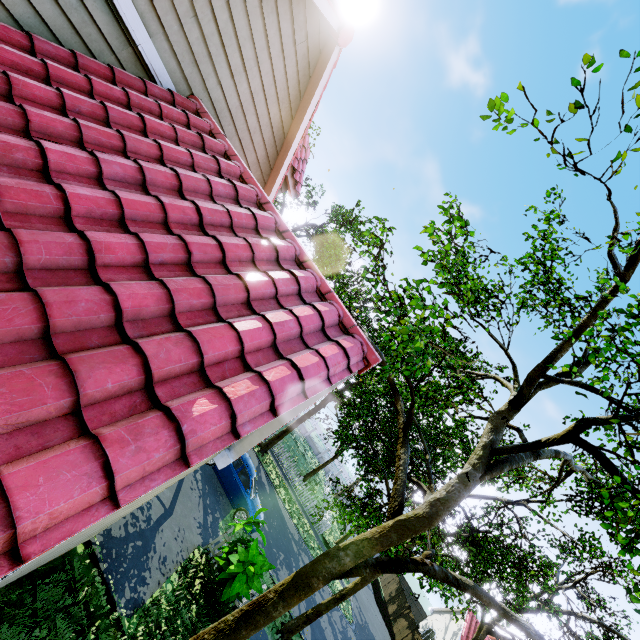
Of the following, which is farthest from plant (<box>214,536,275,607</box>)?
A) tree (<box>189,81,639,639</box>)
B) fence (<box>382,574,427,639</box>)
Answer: tree (<box>189,81,639,639</box>)

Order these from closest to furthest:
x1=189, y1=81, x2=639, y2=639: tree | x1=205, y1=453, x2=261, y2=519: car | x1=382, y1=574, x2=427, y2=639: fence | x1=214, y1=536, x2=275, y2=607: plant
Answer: x1=189, y1=81, x2=639, y2=639: tree
x1=214, y1=536, x2=275, y2=607: plant
x1=205, y1=453, x2=261, y2=519: car
x1=382, y1=574, x2=427, y2=639: fence

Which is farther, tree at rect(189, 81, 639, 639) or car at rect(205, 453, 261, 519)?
car at rect(205, 453, 261, 519)

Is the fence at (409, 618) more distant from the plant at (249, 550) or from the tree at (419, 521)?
the plant at (249, 550)

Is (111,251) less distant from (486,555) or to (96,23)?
(96,23)

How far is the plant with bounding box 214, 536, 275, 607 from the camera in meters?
8.3

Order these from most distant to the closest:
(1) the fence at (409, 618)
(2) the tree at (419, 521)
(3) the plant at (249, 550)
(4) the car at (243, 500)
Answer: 1. (1) the fence at (409, 618)
2. (4) the car at (243, 500)
3. (3) the plant at (249, 550)
4. (2) the tree at (419, 521)
